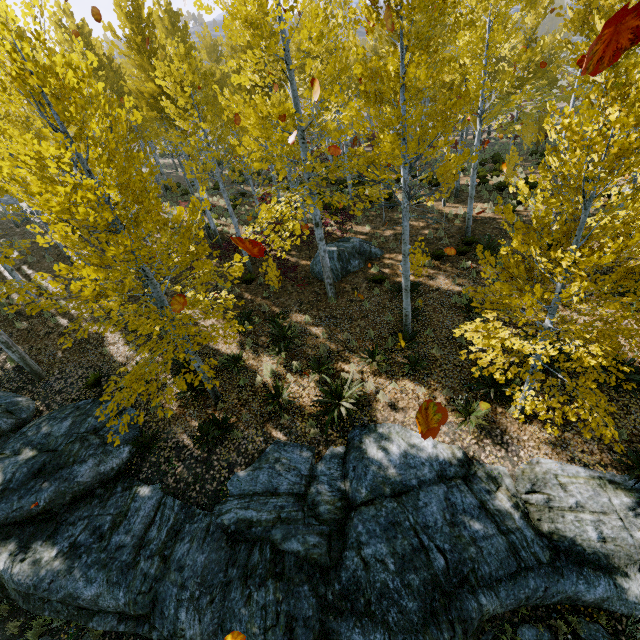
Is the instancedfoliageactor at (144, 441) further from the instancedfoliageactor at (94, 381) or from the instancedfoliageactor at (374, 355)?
the instancedfoliageactor at (94, 381)

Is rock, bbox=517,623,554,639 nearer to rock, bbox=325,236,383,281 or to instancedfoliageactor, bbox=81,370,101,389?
instancedfoliageactor, bbox=81,370,101,389

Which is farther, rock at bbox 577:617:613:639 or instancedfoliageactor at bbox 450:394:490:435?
instancedfoliageactor at bbox 450:394:490:435

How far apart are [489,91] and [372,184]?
39.9 meters

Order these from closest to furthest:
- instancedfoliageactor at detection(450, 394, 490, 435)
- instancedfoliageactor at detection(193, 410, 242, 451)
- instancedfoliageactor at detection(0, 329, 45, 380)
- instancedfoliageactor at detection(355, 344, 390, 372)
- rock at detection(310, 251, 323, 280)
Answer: instancedfoliageactor at detection(450, 394, 490, 435)
instancedfoliageactor at detection(193, 410, 242, 451)
instancedfoliageactor at detection(355, 344, 390, 372)
instancedfoliageactor at detection(0, 329, 45, 380)
rock at detection(310, 251, 323, 280)

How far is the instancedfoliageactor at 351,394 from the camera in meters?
8.7 m

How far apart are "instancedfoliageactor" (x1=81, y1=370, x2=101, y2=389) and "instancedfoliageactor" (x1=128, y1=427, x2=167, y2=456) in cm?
302

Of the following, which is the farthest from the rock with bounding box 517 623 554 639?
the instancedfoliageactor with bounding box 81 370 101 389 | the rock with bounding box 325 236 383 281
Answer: the rock with bounding box 325 236 383 281
